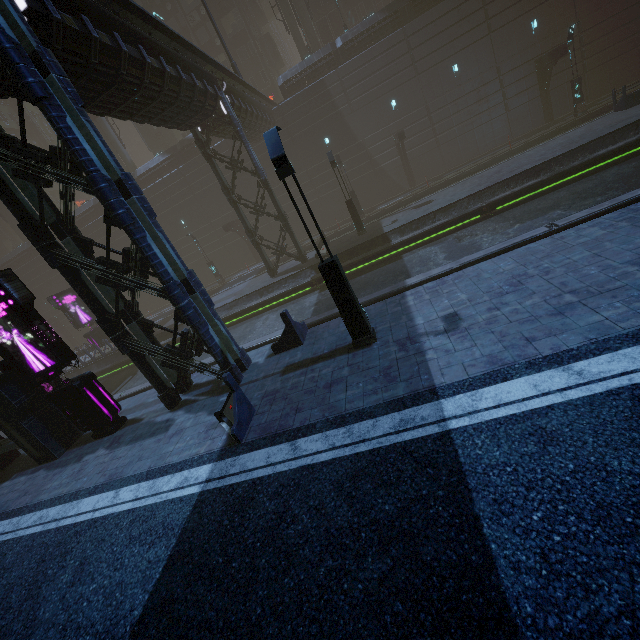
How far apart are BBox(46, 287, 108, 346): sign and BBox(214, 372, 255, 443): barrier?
24.82m

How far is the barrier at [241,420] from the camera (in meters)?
7.42

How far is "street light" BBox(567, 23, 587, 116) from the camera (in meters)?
21.91

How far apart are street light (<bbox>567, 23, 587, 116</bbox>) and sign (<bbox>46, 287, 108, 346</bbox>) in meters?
41.5

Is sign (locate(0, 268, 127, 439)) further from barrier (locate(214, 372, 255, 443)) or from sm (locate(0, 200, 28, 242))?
sm (locate(0, 200, 28, 242))

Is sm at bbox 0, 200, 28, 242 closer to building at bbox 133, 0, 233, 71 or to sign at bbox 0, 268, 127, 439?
building at bbox 133, 0, 233, 71

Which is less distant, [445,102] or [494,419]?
[494,419]

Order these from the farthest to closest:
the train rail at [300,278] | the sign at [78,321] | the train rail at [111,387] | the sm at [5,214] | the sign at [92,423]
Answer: the sm at [5,214] < the sign at [78,321] < the train rail at [111,387] < the train rail at [300,278] < the sign at [92,423]
